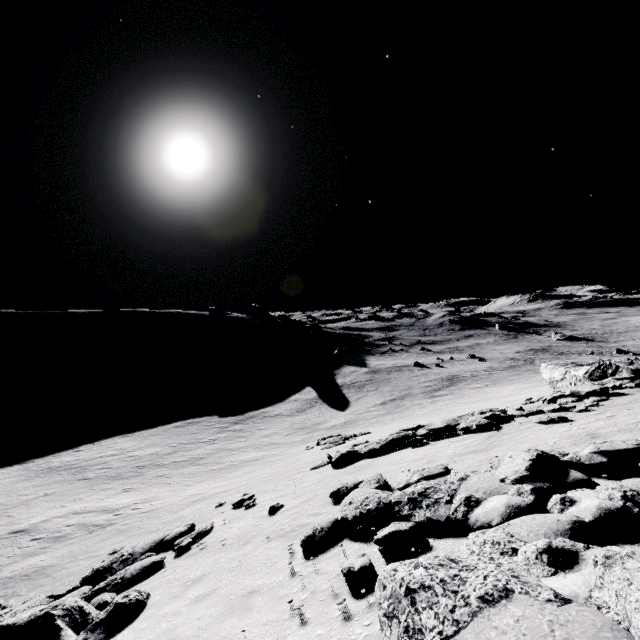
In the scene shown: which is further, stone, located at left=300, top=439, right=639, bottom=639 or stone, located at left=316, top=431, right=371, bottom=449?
stone, located at left=316, top=431, right=371, bottom=449

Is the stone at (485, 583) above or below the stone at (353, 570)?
above

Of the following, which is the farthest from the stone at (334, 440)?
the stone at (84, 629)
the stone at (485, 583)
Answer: the stone at (485, 583)

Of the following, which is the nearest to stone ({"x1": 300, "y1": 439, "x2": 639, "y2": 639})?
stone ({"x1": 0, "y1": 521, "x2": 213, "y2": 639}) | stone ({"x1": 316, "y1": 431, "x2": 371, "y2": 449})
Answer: stone ({"x1": 0, "y1": 521, "x2": 213, "y2": 639})

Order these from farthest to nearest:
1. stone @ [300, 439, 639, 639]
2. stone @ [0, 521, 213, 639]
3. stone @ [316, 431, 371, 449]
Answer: stone @ [316, 431, 371, 449] → stone @ [0, 521, 213, 639] → stone @ [300, 439, 639, 639]

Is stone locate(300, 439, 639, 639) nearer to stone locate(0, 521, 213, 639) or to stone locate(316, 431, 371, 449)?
stone locate(0, 521, 213, 639)

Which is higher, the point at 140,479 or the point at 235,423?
the point at 140,479
